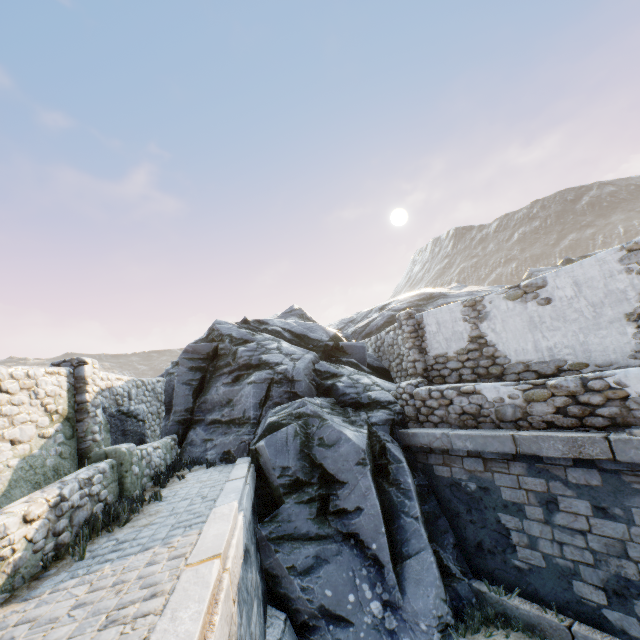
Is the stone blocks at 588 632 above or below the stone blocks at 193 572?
below

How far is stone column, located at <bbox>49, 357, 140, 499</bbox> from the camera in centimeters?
644cm

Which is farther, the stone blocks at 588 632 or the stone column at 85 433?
the stone column at 85 433

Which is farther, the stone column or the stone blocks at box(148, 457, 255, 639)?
the stone column

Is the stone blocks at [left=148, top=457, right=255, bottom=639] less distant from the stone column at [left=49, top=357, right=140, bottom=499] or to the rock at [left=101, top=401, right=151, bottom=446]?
the rock at [left=101, top=401, right=151, bottom=446]

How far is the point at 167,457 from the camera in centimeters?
930cm

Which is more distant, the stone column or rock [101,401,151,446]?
rock [101,401,151,446]

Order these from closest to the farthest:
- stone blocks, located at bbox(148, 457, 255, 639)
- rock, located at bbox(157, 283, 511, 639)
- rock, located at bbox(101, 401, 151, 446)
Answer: stone blocks, located at bbox(148, 457, 255, 639) < rock, located at bbox(157, 283, 511, 639) < rock, located at bbox(101, 401, 151, 446)
